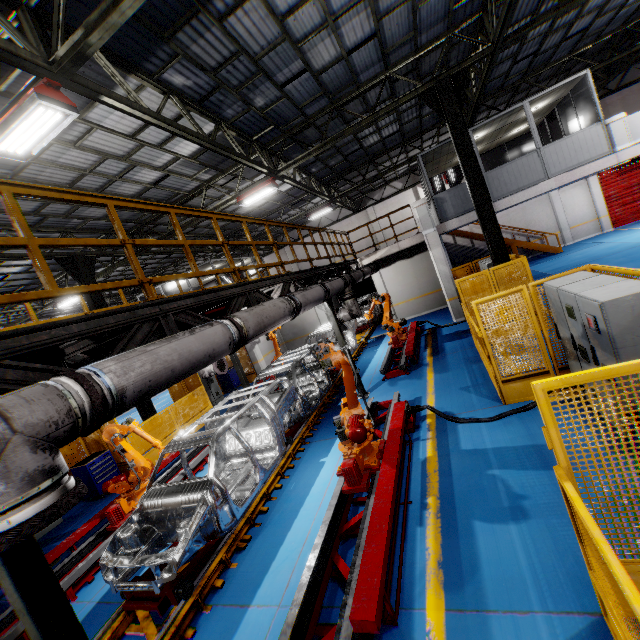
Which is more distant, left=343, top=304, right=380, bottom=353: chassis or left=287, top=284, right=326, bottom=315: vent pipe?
left=343, top=304, right=380, bottom=353: chassis

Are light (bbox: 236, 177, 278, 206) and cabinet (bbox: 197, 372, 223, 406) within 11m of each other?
yes

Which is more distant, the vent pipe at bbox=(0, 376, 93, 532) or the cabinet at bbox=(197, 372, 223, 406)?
the cabinet at bbox=(197, 372, 223, 406)

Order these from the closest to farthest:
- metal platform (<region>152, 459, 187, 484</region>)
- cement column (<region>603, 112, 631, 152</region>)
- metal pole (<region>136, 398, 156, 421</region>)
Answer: metal platform (<region>152, 459, 187, 484</region>), cement column (<region>603, 112, 631, 152</region>), metal pole (<region>136, 398, 156, 421</region>)

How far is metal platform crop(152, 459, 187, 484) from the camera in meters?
8.4 m

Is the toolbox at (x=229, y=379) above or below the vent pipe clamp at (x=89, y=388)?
below

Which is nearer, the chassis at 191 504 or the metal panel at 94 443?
the chassis at 191 504

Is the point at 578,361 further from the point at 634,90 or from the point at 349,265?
the point at 634,90
